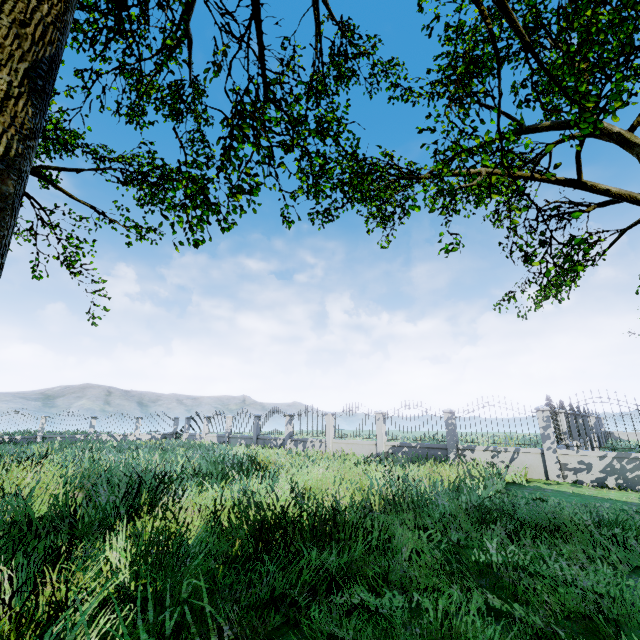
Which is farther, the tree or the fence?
the fence

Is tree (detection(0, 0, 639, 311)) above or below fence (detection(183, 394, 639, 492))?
above

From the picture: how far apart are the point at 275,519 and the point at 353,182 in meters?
19.3

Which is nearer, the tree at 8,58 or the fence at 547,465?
the tree at 8,58

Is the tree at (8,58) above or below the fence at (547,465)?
above
